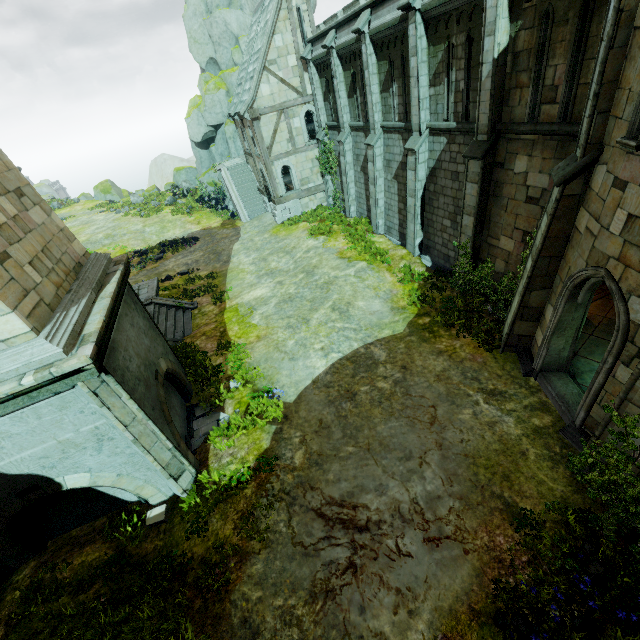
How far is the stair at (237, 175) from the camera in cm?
2795

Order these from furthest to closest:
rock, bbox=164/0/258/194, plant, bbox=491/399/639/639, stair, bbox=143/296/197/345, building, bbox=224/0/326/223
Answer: rock, bbox=164/0/258/194 < building, bbox=224/0/326/223 < stair, bbox=143/296/197/345 < plant, bbox=491/399/639/639

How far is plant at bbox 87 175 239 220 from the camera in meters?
31.4 m

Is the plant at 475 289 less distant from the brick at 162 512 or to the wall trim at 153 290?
the brick at 162 512

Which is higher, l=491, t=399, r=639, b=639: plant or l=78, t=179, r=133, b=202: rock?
l=78, t=179, r=133, b=202: rock

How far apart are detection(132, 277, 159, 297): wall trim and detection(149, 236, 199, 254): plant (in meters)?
7.99

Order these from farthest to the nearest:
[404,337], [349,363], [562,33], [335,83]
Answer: [335,83], [404,337], [349,363], [562,33]

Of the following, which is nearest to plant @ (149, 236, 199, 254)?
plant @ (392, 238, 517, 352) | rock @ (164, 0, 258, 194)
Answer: rock @ (164, 0, 258, 194)
